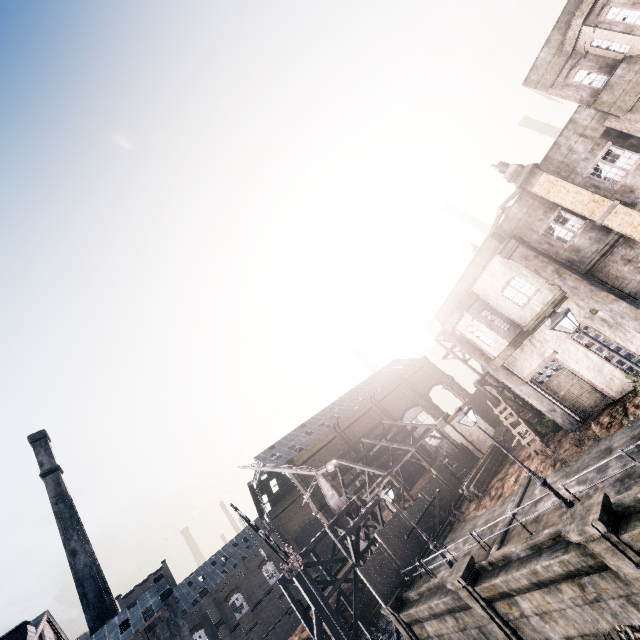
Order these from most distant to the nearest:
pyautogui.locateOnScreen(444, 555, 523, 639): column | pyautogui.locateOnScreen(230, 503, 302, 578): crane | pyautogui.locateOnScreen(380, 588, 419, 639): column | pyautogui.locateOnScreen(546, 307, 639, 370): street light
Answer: pyautogui.locateOnScreen(230, 503, 302, 578): crane → pyautogui.locateOnScreen(380, 588, 419, 639): column → pyautogui.locateOnScreen(444, 555, 523, 639): column → pyautogui.locateOnScreen(546, 307, 639, 370): street light

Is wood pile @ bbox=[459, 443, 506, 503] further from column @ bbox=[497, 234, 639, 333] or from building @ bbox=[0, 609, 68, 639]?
building @ bbox=[0, 609, 68, 639]

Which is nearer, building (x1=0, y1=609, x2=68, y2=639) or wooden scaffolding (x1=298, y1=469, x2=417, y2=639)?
building (x1=0, y1=609, x2=68, y2=639)

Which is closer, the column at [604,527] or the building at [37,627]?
the column at [604,527]

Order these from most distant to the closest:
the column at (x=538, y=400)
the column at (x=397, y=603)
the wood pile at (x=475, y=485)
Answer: the wood pile at (x=475, y=485)
the column at (x=397, y=603)
the column at (x=538, y=400)

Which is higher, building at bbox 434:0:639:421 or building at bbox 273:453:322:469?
building at bbox 273:453:322:469

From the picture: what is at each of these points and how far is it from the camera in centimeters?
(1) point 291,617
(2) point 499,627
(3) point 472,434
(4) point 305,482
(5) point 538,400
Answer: (1) building, 5628cm
(2) column, 1562cm
(3) building, 3441cm
(4) building, 5581cm
(5) column, 2041cm

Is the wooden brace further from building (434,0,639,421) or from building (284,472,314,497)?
building (284,472,314,497)
